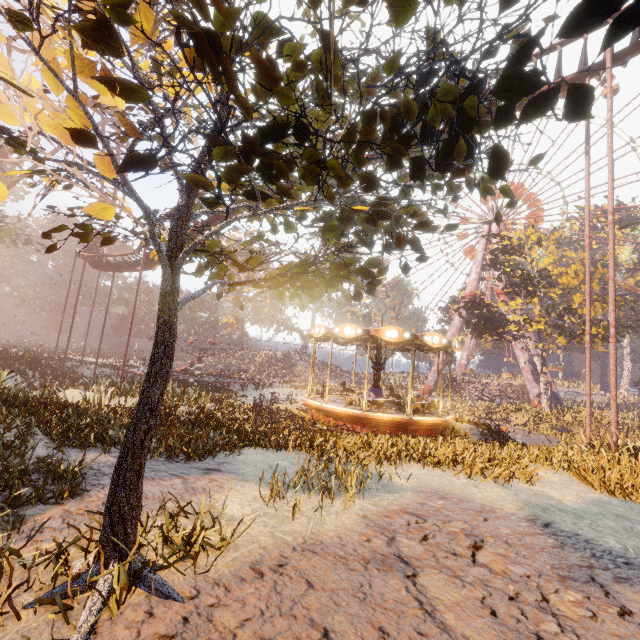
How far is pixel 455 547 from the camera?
3.8m

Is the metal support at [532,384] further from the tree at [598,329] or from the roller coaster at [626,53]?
the roller coaster at [626,53]

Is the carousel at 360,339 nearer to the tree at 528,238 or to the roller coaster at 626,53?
the roller coaster at 626,53

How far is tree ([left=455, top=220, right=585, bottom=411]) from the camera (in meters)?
26.84

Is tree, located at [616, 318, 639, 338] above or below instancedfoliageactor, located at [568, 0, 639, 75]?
above

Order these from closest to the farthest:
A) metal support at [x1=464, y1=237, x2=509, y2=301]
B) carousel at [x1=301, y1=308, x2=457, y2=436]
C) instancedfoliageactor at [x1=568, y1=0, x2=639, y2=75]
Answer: instancedfoliageactor at [x1=568, y1=0, x2=639, y2=75] → carousel at [x1=301, y1=308, x2=457, y2=436] → metal support at [x1=464, y1=237, x2=509, y2=301]

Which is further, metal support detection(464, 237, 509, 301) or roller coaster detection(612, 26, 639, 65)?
metal support detection(464, 237, 509, 301)

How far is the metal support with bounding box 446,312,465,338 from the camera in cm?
4734
